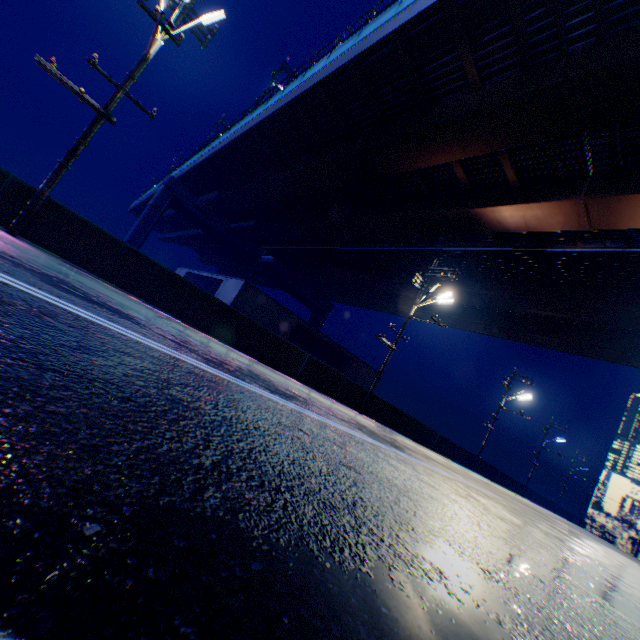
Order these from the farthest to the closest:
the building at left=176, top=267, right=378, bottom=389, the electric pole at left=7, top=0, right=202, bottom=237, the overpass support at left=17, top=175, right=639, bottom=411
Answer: the building at left=176, top=267, right=378, bottom=389
the overpass support at left=17, top=175, right=639, bottom=411
the electric pole at left=7, top=0, right=202, bottom=237

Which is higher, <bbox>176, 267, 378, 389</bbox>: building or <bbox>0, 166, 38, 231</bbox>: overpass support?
<bbox>176, 267, 378, 389</bbox>: building

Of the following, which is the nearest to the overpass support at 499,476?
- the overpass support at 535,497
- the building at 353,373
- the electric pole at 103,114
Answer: the electric pole at 103,114

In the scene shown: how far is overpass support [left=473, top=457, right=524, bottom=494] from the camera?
28.6 meters

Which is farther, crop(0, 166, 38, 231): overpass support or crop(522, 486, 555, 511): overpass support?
crop(522, 486, 555, 511): overpass support

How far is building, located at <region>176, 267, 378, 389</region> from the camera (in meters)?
23.88

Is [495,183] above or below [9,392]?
above
